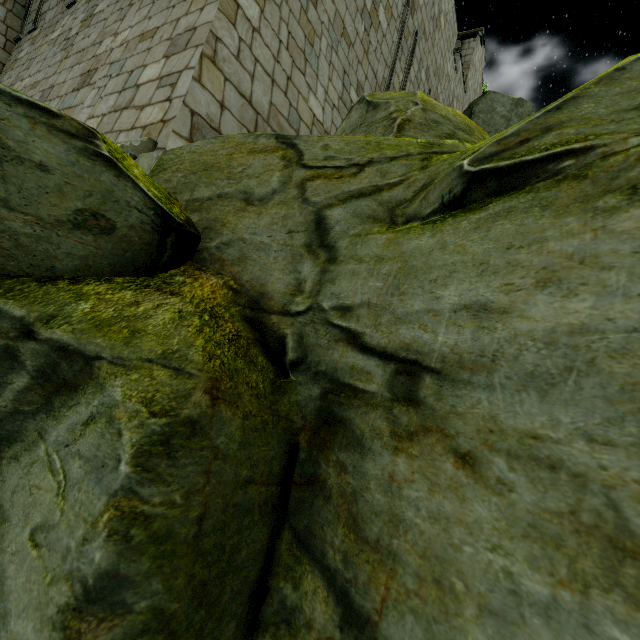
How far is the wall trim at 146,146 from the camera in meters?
3.0

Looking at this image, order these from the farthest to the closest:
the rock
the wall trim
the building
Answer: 1. the building
2. the wall trim
3. the rock

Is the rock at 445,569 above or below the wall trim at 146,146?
below

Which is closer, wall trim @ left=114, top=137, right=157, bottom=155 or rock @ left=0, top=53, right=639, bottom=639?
rock @ left=0, top=53, right=639, bottom=639

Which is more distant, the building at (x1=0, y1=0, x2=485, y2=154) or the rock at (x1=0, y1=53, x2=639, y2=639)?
the building at (x1=0, y1=0, x2=485, y2=154)

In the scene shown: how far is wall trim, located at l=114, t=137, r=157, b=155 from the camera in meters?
3.0 m

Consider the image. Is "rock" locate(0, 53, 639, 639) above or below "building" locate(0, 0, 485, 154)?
below

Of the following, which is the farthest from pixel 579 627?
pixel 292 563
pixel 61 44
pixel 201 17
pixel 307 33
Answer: pixel 61 44
